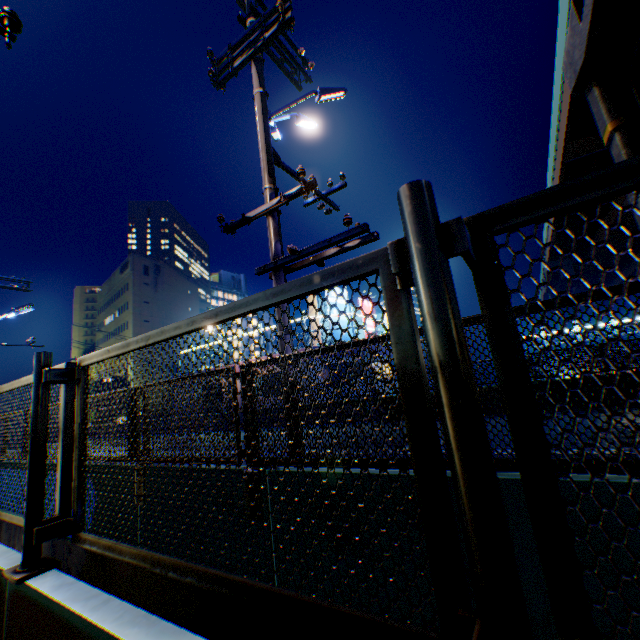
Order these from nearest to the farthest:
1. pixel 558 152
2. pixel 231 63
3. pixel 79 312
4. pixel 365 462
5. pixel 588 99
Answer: pixel 365 462 < pixel 231 63 < pixel 588 99 < pixel 558 152 < pixel 79 312

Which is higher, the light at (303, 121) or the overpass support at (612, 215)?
the overpass support at (612, 215)

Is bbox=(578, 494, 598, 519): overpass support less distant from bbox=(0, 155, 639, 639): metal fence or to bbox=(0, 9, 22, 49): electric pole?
bbox=(0, 155, 639, 639): metal fence

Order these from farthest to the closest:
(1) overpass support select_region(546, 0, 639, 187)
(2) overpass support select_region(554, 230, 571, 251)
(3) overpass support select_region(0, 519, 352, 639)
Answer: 1. (2) overpass support select_region(554, 230, 571, 251)
2. (1) overpass support select_region(546, 0, 639, 187)
3. (3) overpass support select_region(0, 519, 352, 639)

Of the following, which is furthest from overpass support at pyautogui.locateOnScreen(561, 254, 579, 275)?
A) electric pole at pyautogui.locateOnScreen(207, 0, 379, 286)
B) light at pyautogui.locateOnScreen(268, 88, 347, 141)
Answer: light at pyautogui.locateOnScreen(268, 88, 347, 141)

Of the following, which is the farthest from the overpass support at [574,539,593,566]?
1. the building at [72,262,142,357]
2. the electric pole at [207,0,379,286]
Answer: the building at [72,262,142,357]

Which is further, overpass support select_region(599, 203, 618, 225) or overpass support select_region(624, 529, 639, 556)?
overpass support select_region(599, 203, 618, 225)

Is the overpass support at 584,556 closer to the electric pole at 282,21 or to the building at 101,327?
the electric pole at 282,21
